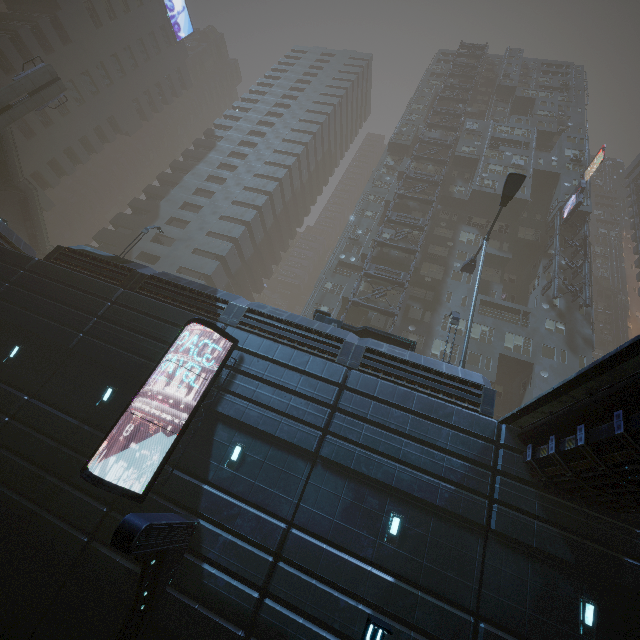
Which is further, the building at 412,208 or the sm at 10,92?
the building at 412,208

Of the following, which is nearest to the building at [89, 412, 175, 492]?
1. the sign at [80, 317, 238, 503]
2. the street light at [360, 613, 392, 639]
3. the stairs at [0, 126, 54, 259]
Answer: the sign at [80, 317, 238, 503]

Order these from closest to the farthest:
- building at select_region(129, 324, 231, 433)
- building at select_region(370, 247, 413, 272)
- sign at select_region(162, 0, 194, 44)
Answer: building at select_region(129, 324, 231, 433) < building at select_region(370, 247, 413, 272) < sign at select_region(162, 0, 194, 44)

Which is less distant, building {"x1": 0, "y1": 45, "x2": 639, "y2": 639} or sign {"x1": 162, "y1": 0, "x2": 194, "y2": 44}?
building {"x1": 0, "y1": 45, "x2": 639, "y2": 639}

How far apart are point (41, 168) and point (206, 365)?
50.4m

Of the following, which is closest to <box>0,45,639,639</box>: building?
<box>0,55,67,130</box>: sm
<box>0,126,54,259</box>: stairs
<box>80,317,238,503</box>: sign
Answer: <box>80,317,238,503</box>: sign

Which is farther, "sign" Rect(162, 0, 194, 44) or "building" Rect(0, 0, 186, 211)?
"sign" Rect(162, 0, 194, 44)

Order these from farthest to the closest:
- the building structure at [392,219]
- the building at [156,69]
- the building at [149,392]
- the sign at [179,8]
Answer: the sign at [179,8] < the building at [156,69] < the building structure at [392,219] < the building at [149,392]
